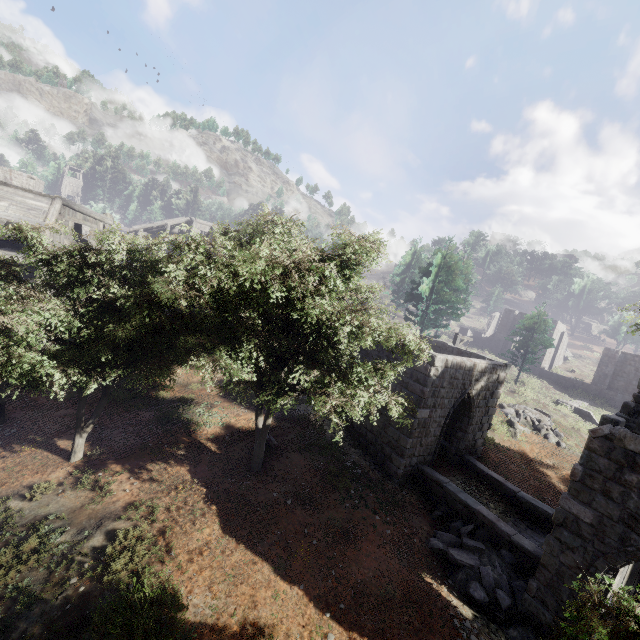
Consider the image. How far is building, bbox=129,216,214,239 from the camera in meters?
36.0 m

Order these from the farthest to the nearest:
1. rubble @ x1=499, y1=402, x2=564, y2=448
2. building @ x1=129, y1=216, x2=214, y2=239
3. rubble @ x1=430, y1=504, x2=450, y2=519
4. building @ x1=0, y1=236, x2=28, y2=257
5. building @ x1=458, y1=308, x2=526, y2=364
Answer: building @ x1=458, y1=308, x2=526, y2=364
building @ x1=129, y1=216, x2=214, y2=239
rubble @ x1=499, y1=402, x2=564, y2=448
building @ x1=0, y1=236, x2=28, y2=257
rubble @ x1=430, y1=504, x2=450, y2=519

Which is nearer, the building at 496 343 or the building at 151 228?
the building at 151 228

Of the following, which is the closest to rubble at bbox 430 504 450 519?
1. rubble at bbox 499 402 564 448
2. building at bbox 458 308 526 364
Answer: rubble at bbox 499 402 564 448

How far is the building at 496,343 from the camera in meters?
41.0 m

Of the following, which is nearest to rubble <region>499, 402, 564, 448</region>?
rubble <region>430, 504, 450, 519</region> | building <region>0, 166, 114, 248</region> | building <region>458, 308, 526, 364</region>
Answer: building <region>0, 166, 114, 248</region>

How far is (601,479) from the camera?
7.7 meters

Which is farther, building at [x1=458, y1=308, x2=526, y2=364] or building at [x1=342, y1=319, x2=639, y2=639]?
building at [x1=458, y1=308, x2=526, y2=364]
